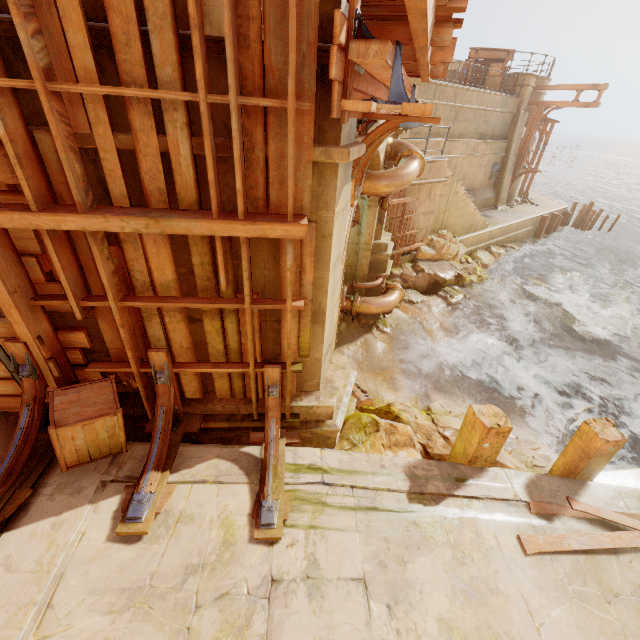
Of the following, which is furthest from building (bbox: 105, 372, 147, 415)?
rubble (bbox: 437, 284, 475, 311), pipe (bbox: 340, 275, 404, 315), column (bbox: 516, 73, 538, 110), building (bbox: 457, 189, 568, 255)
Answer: column (bbox: 516, 73, 538, 110)

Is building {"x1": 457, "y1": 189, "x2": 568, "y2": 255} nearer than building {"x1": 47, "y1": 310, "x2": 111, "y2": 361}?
No

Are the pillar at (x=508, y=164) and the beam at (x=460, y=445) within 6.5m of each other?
no

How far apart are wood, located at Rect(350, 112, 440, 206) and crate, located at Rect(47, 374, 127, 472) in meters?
3.1

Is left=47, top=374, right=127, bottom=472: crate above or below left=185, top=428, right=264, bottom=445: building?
above

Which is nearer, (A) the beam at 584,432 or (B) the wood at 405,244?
(A) the beam at 584,432

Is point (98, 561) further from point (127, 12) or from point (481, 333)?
point (481, 333)

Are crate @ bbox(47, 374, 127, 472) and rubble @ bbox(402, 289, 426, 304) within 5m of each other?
no
